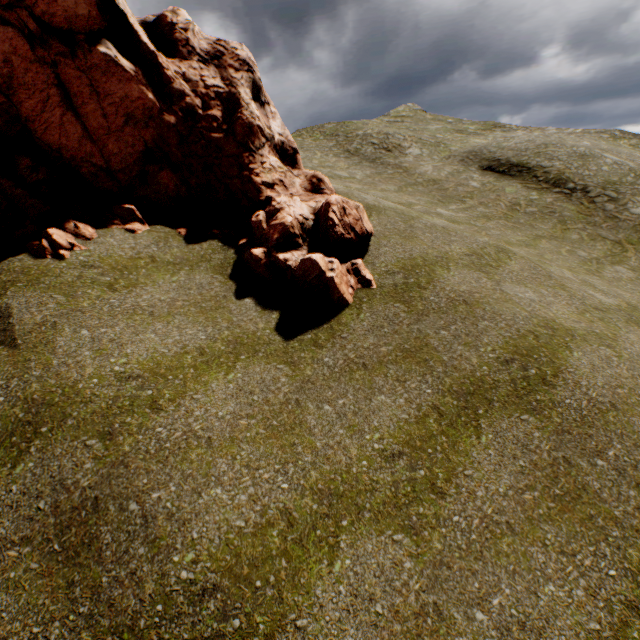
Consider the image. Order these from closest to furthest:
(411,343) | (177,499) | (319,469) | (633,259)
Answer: (177,499) < (319,469) < (411,343) < (633,259)
